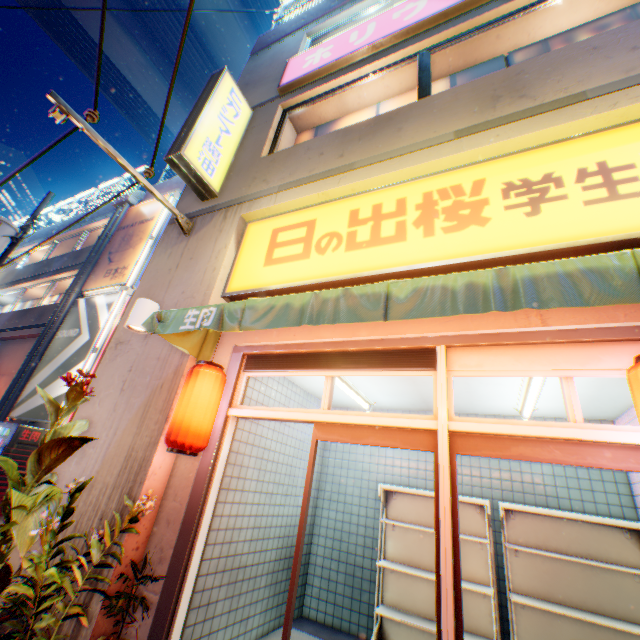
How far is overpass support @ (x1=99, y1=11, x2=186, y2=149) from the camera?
19.7m

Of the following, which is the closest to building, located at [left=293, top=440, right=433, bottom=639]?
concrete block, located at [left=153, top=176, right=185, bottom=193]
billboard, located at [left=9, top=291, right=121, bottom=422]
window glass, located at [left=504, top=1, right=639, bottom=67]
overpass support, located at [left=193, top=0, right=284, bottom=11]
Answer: window glass, located at [left=504, top=1, right=639, bottom=67]

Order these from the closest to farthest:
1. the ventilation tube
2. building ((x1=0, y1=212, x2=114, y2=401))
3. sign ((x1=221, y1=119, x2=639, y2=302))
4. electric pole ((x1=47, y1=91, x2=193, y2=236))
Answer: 1. sign ((x1=221, y1=119, x2=639, y2=302))
2. electric pole ((x1=47, y1=91, x2=193, y2=236))
3. building ((x1=0, y1=212, x2=114, y2=401))
4. the ventilation tube

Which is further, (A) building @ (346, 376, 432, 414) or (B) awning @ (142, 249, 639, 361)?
(A) building @ (346, 376, 432, 414)

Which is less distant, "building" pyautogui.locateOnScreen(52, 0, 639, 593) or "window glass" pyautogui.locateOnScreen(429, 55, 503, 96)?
"building" pyautogui.locateOnScreen(52, 0, 639, 593)

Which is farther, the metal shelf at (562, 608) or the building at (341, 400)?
the building at (341, 400)

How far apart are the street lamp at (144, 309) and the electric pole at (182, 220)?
1.56m

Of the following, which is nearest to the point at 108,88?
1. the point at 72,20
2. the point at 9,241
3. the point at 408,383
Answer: the point at 72,20
